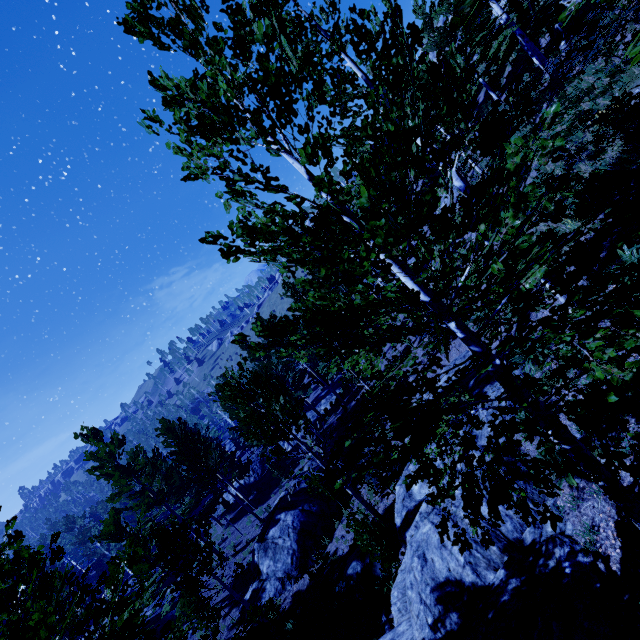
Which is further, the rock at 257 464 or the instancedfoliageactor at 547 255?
the rock at 257 464

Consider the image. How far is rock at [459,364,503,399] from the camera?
9.84m

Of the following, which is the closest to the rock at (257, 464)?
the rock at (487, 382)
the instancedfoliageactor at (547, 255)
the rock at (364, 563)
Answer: the instancedfoliageactor at (547, 255)

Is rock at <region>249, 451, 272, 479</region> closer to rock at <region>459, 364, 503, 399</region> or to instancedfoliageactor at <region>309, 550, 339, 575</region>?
instancedfoliageactor at <region>309, 550, 339, 575</region>

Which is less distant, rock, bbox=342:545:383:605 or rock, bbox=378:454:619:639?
rock, bbox=378:454:619:639

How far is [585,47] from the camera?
14.6 meters

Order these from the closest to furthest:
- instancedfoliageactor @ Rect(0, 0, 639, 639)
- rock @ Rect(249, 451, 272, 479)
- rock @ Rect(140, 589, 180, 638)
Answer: instancedfoliageactor @ Rect(0, 0, 639, 639), rock @ Rect(140, 589, 180, 638), rock @ Rect(249, 451, 272, 479)
